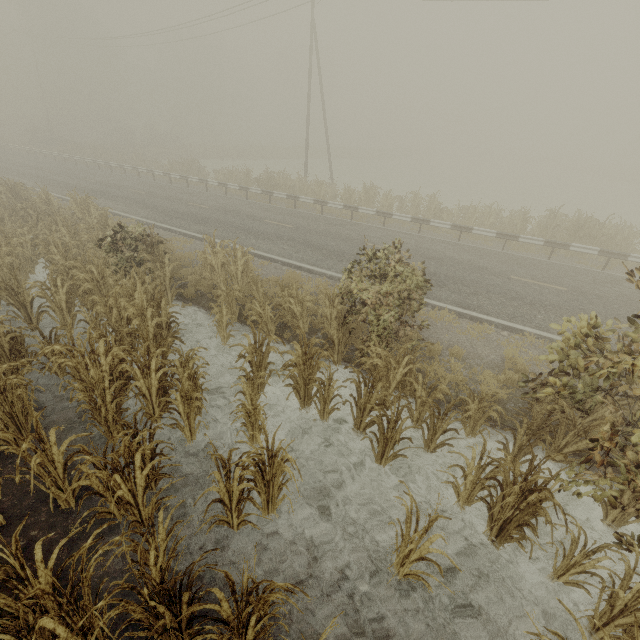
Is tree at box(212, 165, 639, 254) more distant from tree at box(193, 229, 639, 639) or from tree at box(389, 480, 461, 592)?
tree at box(389, 480, 461, 592)

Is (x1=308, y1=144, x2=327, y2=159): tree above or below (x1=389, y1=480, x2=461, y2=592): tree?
above

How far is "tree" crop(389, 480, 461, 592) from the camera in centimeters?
339cm

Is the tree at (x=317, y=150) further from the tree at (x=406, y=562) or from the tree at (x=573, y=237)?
the tree at (x=406, y=562)

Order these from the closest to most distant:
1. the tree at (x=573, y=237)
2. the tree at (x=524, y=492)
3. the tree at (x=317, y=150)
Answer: the tree at (x=524, y=492), the tree at (x=573, y=237), the tree at (x=317, y=150)

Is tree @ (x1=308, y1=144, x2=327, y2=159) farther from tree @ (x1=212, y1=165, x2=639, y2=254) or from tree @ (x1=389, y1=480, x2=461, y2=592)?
tree @ (x1=389, y1=480, x2=461, y2=592)

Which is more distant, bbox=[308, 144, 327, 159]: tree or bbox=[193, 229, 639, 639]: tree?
bbox=[308, 144, 327, 159]: tree

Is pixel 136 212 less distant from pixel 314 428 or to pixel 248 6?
pixel 314 428
